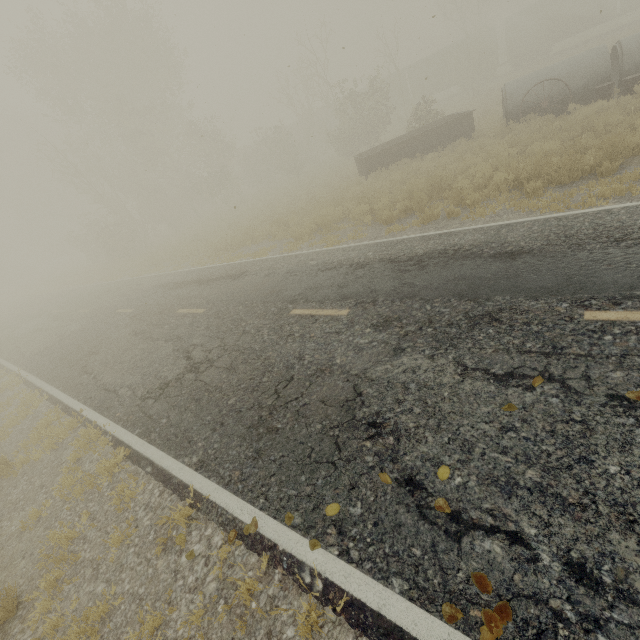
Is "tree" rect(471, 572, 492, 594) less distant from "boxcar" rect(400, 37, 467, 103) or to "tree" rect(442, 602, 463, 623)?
"tree" rect(442, 602, 463, 623)

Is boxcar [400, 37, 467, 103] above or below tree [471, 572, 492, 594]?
above

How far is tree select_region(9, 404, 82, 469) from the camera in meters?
6.5

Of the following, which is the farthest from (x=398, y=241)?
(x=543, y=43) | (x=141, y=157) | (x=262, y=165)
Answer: (x=543, y=43)

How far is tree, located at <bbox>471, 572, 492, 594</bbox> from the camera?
2.3 meters

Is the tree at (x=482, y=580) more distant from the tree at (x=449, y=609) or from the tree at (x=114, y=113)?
the tree at (x=114, y=113)

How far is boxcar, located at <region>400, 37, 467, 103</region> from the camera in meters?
35.1

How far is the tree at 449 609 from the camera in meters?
2.3 m
